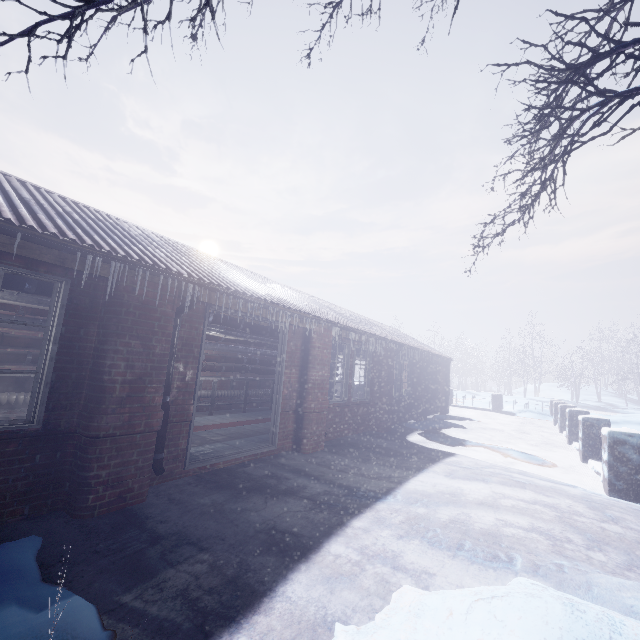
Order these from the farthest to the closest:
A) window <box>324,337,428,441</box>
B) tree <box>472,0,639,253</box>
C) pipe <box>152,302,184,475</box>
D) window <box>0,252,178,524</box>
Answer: window <box>324,337,428,441</box>
pipe <box>152,302,184,475</box>
window <box>0,252,178,524</box>
tree <box>472,0,639,253</box>

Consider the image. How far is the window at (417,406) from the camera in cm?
686

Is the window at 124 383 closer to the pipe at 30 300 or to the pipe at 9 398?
the pipe at 30 300

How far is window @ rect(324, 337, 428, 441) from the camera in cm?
686

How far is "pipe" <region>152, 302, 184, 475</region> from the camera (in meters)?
3.41

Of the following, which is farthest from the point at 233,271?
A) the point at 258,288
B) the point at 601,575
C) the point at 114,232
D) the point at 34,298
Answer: the point at 601,575

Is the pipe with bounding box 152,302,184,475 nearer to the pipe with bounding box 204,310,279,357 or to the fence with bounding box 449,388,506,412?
the pipe with bounding box 204,310,279,357

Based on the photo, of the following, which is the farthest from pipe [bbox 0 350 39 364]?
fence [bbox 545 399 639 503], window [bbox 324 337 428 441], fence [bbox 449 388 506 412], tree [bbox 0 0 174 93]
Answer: fence [bbox 449 388 506 412]
